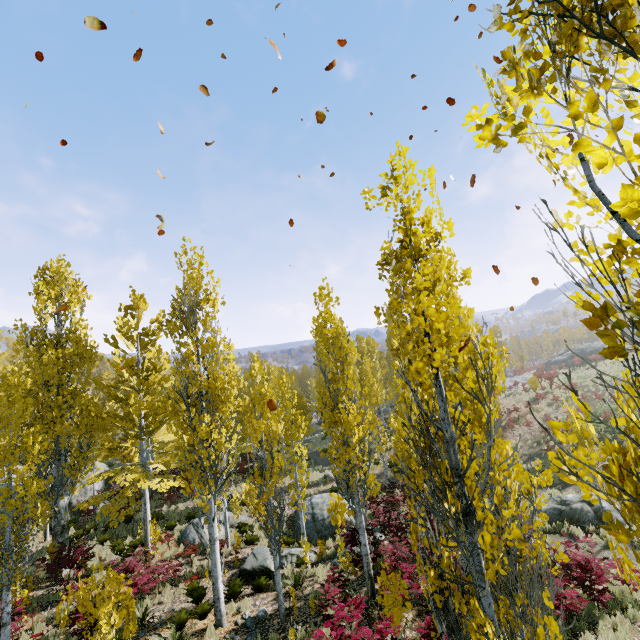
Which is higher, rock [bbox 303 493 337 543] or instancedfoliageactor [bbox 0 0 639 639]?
instancedfoliageactor [bbox 0 0 639 639]

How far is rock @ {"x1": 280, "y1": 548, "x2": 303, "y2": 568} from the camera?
14.0 meters

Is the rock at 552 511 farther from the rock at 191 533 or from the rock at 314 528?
the rock at 314 528

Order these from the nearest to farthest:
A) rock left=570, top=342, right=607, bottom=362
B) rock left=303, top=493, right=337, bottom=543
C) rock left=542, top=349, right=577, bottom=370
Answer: rock left=303, top=493, right=337, bottom=543, rock left=570, top=342, right=607, bottom=362, rock left=542, top=349, right=577, bottom=370

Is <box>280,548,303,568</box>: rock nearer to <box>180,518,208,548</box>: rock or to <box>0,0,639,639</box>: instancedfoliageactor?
<box>0,0,639,639</box>: instancedfoliageactor

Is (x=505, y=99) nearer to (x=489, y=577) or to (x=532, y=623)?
(x=489, y=577)

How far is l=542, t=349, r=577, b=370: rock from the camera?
46.3 meters

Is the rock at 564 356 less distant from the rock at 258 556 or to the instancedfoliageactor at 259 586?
the instancedfoliageactor at 259 586
